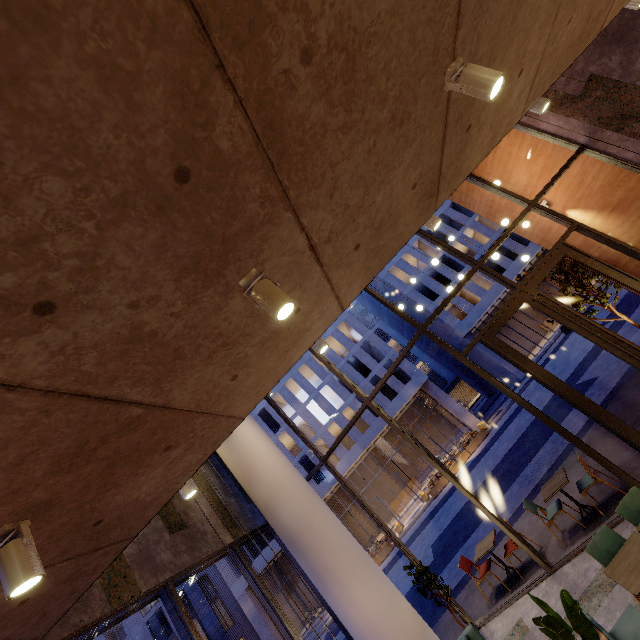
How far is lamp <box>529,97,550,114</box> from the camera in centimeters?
381cm

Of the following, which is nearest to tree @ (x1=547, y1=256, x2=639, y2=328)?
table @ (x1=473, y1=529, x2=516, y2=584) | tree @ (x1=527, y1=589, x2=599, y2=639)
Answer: table @ (x1=473, y1=529, x2=516, y2=584)

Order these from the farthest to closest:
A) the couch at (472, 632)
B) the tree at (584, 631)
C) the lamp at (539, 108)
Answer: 1. the couch at (472, 632)
2. the lamp at (539, 108)
3. the tree at (584, 631)

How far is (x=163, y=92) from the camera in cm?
110

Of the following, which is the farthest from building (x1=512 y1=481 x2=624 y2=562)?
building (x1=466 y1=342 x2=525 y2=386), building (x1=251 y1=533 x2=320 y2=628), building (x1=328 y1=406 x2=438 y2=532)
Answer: building (x1=251 y1=533 x2=320 y2=628)

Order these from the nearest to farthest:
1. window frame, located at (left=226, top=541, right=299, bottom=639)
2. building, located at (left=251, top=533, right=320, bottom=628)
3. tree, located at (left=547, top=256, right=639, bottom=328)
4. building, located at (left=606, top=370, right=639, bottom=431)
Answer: window frame, located at (left=226, top=541, right=299, bottom=639) < building, located at (left=606, top=370, right=639, bottom=431) < tree, located at (left=547, top=256, right=639, bottom=328) < building, located at (left=251, top=533, right=320, bottom=628)

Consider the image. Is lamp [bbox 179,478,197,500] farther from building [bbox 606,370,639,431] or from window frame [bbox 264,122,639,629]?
window frame [bbox 264,122,639,629]

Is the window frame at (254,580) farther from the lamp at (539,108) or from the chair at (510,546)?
the lamp at (539,108)
